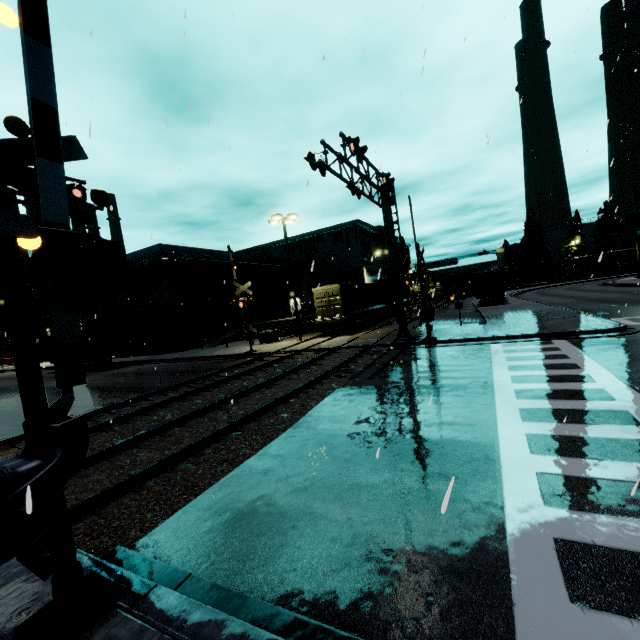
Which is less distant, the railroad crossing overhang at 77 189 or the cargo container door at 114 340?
the railroad crossing overhang at 77 189

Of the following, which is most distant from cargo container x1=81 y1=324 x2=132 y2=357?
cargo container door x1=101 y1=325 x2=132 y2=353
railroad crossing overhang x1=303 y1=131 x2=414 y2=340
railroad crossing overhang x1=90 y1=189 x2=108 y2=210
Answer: railroad crossing overhang x1=90 y1=189 x2=108 y2=210

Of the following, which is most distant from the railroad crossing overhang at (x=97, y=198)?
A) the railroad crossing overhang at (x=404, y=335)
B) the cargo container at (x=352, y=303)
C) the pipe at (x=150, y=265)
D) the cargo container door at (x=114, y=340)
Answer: the cargo container door at (x=114, y=340)

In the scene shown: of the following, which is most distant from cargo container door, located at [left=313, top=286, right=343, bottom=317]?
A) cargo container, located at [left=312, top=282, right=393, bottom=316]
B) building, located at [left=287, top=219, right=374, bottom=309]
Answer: building, located at [left=287, top=219, right=374, bottom=309]

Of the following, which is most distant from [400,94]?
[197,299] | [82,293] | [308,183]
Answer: [197,299]

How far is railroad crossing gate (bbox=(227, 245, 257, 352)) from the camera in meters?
22.0

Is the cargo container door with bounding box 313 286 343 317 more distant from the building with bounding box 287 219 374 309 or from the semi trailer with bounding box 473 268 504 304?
the building with bounding box 287 219 374 309

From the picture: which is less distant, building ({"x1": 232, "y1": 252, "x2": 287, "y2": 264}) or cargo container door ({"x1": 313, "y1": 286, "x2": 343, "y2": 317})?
cargo container door ({"x1": 313, "y1": 286, "x2": 343, "y2": 317})
